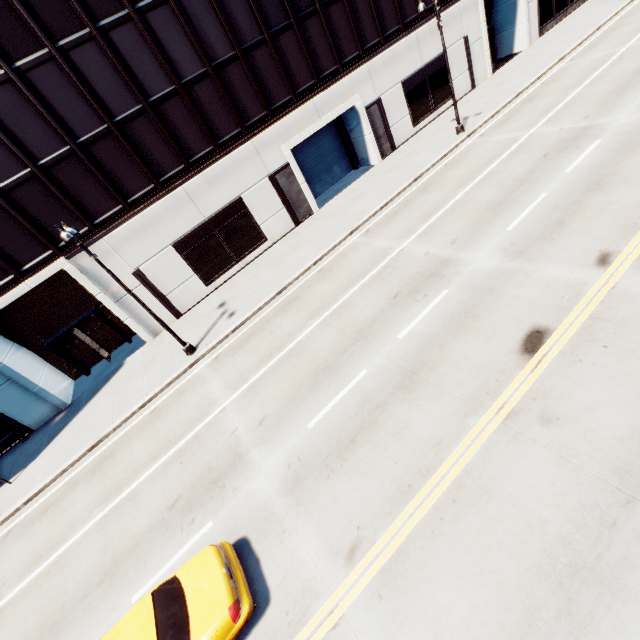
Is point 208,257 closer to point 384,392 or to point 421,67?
point 384,392

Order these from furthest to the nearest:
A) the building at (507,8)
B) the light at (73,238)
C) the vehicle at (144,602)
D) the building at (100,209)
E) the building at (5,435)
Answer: the building at (507,8) < the building at (5,435) < the building at (100,209) < the light at (73,238) < the vehicle at (144,602)

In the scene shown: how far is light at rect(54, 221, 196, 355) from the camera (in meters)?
11.28

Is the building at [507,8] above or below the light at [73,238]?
below

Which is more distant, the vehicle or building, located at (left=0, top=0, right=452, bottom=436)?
building, located at (left=0, top=0, right=452, bottom=436)

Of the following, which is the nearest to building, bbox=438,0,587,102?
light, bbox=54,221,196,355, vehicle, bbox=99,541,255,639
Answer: light, bbox=54,221,196,355

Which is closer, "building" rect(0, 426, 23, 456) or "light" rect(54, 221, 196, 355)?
"light" rect(54, 221, 196, 355)
